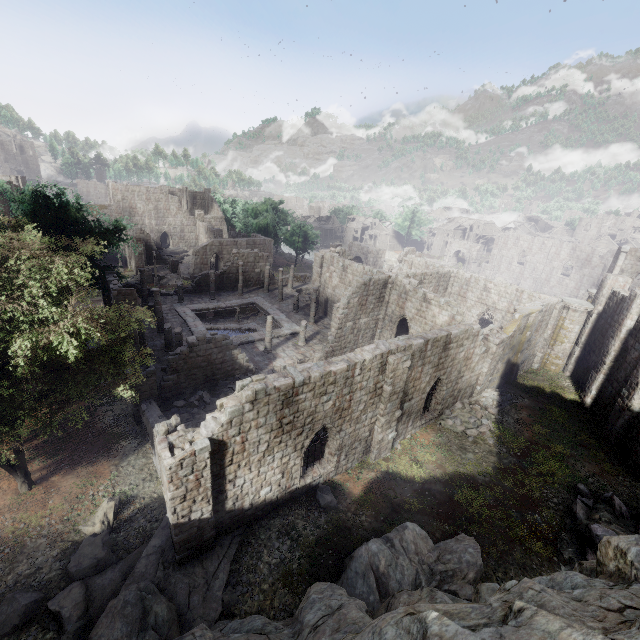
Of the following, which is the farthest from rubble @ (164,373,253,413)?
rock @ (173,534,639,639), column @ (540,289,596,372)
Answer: column @ (540,289,596,372)

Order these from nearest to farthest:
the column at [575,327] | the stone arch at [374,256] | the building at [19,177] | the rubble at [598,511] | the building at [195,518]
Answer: the building at [195,518] < the rubble at [598,511] < the column at [575,327] < the building at [19,177] < the stone arch at [374,256]

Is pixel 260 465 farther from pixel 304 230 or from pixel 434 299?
pixel 304 230

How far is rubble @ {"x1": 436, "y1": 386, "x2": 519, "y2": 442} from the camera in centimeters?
1923cm

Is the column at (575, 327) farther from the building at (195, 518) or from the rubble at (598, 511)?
the rubble at (598, 511)

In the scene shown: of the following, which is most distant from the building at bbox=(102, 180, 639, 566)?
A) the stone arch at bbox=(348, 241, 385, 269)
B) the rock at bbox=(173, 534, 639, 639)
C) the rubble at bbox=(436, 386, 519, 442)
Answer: the stone arch at bbox=(348, 241, 385, 269)

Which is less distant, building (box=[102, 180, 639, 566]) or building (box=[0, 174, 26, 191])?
building (box=[102, 180, 639, 566])

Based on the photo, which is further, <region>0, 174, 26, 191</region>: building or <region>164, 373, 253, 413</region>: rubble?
<region>0, 174, 26, 191</region>: building
